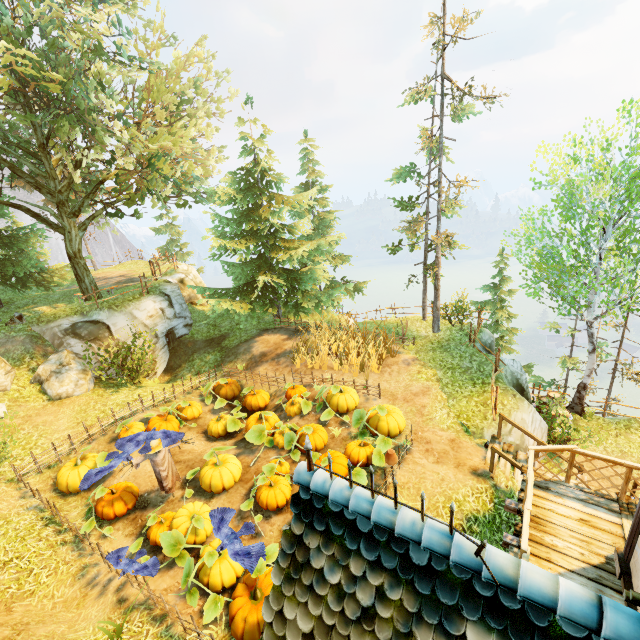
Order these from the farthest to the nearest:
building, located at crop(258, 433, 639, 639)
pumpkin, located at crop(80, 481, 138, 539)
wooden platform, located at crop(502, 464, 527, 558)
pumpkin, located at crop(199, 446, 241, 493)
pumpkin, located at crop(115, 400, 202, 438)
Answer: pumpkin, located at crop(115, 400, 202, 438)
pumpkin, located at crop(199, 446, 241, 493)
pumpkin, located at crop(80, 481, 138, 539)
wooden platform, located at crop(502, 464, 527, 558)
building, located at crop(258, 433, 639, 639)

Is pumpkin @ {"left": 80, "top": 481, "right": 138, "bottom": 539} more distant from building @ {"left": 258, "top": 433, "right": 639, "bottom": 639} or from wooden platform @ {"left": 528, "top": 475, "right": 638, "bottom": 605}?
building @ {"left": 258, "top": 433, "right": 639, "bottom": 639}

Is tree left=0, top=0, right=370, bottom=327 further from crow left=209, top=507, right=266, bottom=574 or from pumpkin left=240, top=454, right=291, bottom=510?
crow left=209, top=507, right=266, bottom=574

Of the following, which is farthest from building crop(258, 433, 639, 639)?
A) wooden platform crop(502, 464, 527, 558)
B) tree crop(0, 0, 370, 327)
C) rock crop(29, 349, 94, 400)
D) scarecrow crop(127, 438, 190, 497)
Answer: rock crop(29, 349, 94, 400)

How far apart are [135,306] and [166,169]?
6.9 meters

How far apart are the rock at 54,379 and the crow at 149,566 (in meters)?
8.37

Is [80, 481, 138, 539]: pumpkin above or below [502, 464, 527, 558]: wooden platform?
below

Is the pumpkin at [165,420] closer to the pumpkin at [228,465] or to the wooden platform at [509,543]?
the pumpkin at [228,465]
